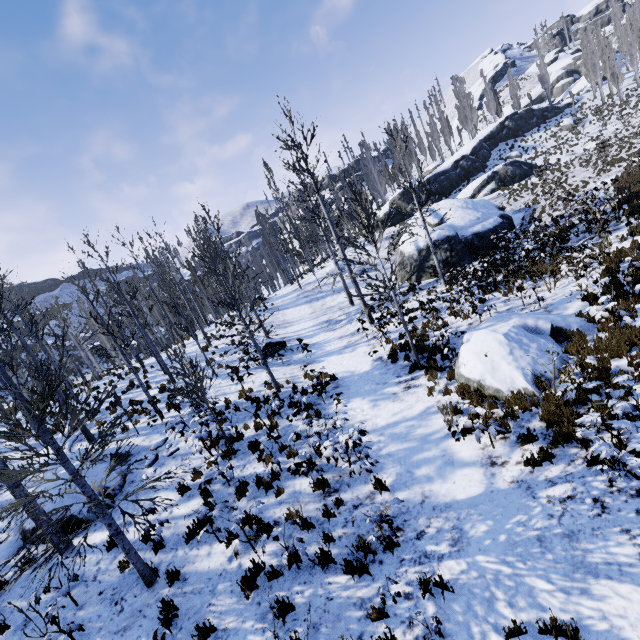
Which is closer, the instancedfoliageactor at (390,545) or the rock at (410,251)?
the instancedfoliageactor at (390,545)

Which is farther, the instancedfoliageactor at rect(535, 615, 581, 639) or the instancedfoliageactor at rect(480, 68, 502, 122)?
the instancedfoliageactor at rect(480, 68, 502, 122)

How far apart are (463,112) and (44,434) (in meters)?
65.28

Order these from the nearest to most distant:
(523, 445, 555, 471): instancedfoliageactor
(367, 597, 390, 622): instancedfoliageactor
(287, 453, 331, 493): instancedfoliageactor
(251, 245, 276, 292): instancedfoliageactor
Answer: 1. (367, 597, 390, 622): instancedfoliageactor
2. (523, 445, 555, 471): instancedfoliageactor
3. (287, 453, 331, 493): instancedfoliageactor
4. (251, 245, 276, 292): instancedfoliageactor

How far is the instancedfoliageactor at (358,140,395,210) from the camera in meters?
51.1

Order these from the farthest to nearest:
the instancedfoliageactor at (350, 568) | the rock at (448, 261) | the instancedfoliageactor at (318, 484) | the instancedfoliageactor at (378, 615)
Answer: the rock at (448, 261) → the instancedfoliageactor at (318, 484) → the instancedfoliageactor at (350, 568) → the instancedfoliageactor at (378, 615)

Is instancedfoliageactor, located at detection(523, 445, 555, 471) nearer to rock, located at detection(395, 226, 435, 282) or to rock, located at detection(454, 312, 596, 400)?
rock, located at detection(395, 226, 435, 282)
